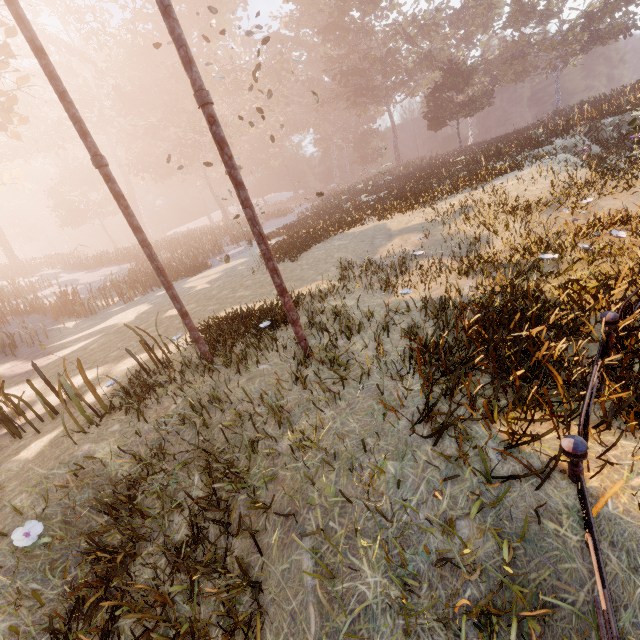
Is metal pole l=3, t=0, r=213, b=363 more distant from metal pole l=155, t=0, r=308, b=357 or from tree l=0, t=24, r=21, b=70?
tree l=0, t=24, r=21, b=70

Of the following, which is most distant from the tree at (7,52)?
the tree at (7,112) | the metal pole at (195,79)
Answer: the metal pole at (195,79)

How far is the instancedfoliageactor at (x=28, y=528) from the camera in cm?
350

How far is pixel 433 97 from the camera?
35.2 meters

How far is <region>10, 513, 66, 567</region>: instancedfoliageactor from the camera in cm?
350

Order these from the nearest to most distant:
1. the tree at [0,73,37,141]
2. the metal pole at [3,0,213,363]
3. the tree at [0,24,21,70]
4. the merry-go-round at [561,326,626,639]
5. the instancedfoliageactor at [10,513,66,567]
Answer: the merry-go-round at [561,326,626,639] → the instancedfoliageactor at [10,513,66,567] → the metal pole at [3,0,213,363] → the tree at [0,24,21,70] → the tree at [0,73,37,141]

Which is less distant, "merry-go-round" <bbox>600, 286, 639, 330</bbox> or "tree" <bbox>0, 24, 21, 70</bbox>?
"merry-go-round" <bbox>600, 286, 639, 330</bbox>

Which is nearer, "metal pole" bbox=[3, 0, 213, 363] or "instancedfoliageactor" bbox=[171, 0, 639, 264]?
"metal pole" bbox=[3, 0, 213, 363]
